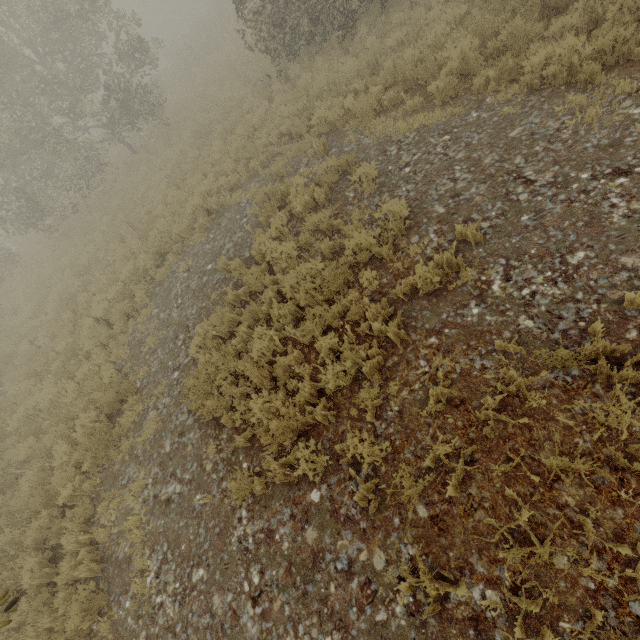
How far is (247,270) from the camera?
7.7 meters
